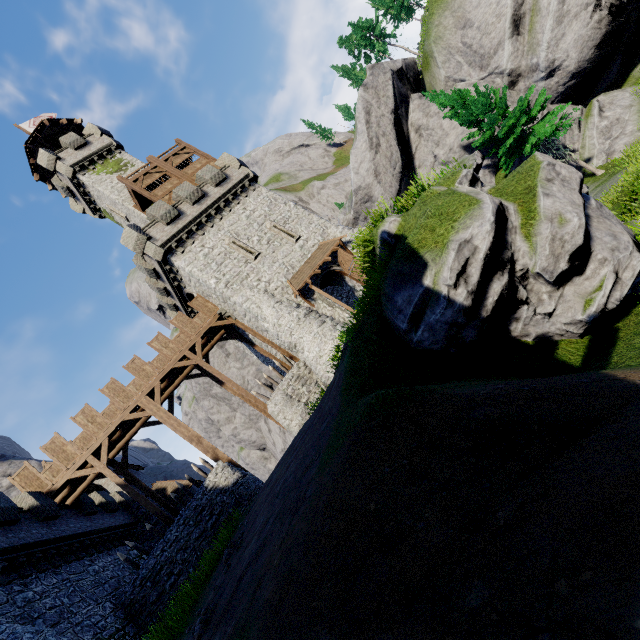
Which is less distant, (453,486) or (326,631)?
(326,631)

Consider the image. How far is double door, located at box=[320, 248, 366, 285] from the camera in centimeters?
2231cm

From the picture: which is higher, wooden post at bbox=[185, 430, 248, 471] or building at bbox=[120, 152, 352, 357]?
building at bbox=[120, 152, 352, 357]

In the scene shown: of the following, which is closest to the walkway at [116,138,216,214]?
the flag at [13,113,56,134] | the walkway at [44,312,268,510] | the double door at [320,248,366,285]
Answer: the walkway at [44,312,268,510]

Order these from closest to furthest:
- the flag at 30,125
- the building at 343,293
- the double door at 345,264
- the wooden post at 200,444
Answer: the wooden post at 200,444 → the double door at 345,264 → the building at 343,293 → the flag at 30,125

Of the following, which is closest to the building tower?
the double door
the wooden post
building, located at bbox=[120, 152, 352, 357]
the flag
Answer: building, located at bbox=[120, 152, 352, 357]

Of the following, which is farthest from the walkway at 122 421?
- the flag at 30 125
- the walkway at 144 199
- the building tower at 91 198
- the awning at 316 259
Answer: the flag at 30 125

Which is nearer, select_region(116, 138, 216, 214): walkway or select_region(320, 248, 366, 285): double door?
select_region(320, 248, 366, 285): double door
